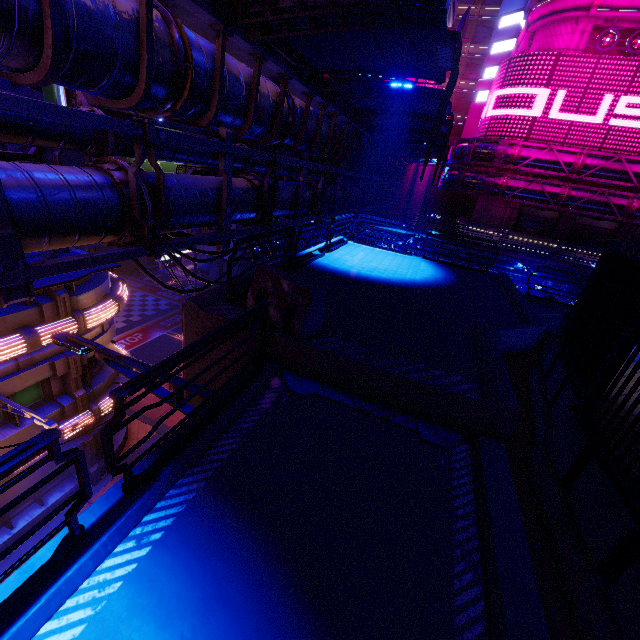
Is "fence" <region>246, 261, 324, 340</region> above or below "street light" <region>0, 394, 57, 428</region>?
above

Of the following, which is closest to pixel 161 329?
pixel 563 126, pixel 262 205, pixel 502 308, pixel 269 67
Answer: pixel 262 205

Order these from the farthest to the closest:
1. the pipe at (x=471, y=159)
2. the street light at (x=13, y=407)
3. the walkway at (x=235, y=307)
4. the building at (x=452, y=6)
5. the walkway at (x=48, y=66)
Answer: the building at (x=452, y=6)
the pipe at (x=471, y=159)
the street light at (x=13, y=407)
the walkway at (x=235, y=307)
the walkway at (x=48, y=66)

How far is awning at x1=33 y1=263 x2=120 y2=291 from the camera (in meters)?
7.55

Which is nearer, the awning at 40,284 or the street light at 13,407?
the awning at 40,284

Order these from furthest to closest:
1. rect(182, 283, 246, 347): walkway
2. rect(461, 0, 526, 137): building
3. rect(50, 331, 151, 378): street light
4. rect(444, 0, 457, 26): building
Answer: rect(461, 0, 526, 137): building
rect(444, 0, 457, 26): building
rect(182, 283, 246, 347): walkway
rect(50, 331, 151, 378): street light

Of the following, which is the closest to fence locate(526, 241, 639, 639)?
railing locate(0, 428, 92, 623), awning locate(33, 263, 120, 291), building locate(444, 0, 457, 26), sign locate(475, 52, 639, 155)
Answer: railing locate(0, 428, 92, 623)

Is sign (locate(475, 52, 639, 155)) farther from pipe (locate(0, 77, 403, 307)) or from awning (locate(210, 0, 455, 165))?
awning (locate(210, 0, 455, 165))
